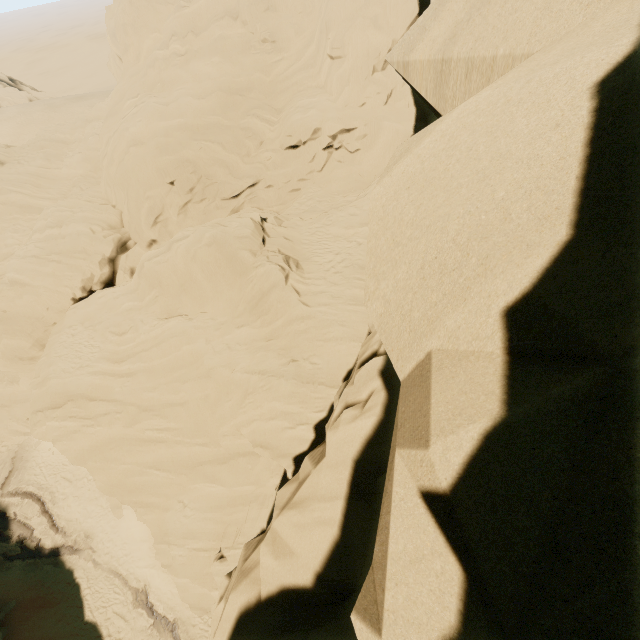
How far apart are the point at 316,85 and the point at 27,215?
22.5m
